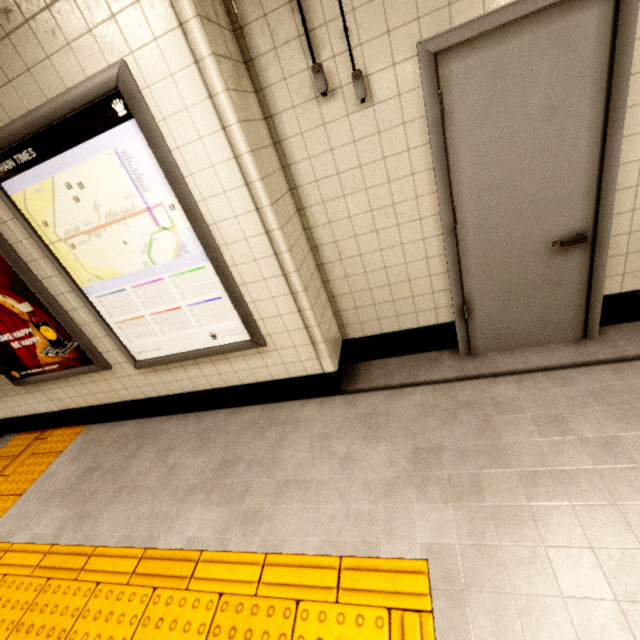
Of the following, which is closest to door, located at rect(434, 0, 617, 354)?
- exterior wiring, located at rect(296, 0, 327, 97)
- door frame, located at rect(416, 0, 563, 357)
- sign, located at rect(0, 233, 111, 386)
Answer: door frame, located at rect(416, 0, 563, 357)

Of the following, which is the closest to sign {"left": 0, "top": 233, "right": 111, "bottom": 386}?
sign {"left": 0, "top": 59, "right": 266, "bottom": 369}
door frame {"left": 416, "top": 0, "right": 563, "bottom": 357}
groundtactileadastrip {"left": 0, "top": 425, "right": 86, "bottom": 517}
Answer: sign {"left": 0, "top": 59, "right": 266, "bottom": 369}

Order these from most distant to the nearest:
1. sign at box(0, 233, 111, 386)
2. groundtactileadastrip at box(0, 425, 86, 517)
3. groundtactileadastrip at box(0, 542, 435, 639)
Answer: groundtactileadastrip at box(0, 425, 86, 517)
sign at box(0, 233, 111, 386)
groundtactileadastrip at box(0, 542, 435, 639)

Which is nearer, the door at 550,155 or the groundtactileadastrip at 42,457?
the door at 550,155

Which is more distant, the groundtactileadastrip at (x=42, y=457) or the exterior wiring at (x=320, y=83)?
the groundtactileadastrip at (x=42, y=457)

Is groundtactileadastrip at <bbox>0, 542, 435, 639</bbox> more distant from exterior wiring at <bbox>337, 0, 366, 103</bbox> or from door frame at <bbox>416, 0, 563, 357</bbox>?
exterior wiring at <bbox>337, 0, 366, 103</bbox>

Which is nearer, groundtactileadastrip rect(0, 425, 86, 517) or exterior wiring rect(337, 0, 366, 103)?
exterior wiring rect(337, 0, 366, 103)

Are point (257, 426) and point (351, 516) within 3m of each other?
yes
